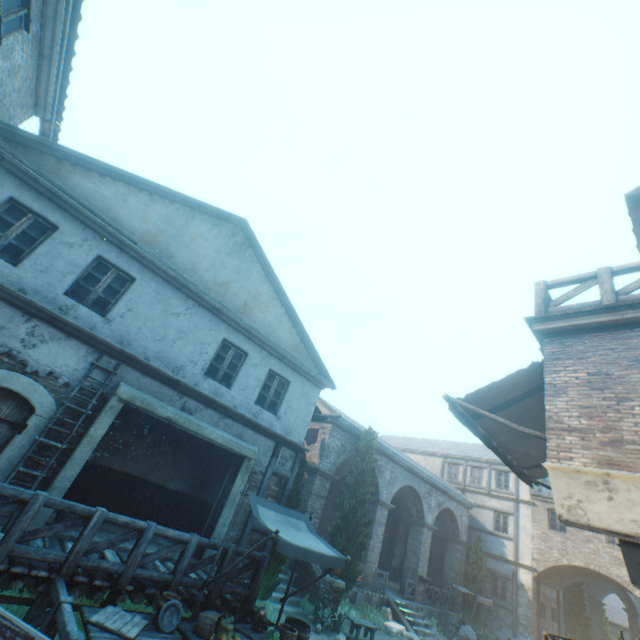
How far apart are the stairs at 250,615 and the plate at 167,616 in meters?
2.5 m

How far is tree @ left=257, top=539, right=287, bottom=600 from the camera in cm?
987

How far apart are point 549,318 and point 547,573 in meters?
25.8

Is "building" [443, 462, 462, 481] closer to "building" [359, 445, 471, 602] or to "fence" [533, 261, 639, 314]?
"building" [359, 445, 471, 602]

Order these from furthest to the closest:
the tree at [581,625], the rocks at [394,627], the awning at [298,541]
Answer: the tree at [581,625], the rocks at [394,627], the awning at [298,541]

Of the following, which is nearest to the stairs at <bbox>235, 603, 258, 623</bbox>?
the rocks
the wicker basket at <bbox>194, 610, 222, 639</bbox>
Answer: the wicker basket at <bbox>194, 610, 222, 639</bbox>

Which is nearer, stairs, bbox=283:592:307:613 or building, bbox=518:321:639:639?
building, bbox=518:321:639:639

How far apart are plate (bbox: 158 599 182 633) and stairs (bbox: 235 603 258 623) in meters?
2.5 m
